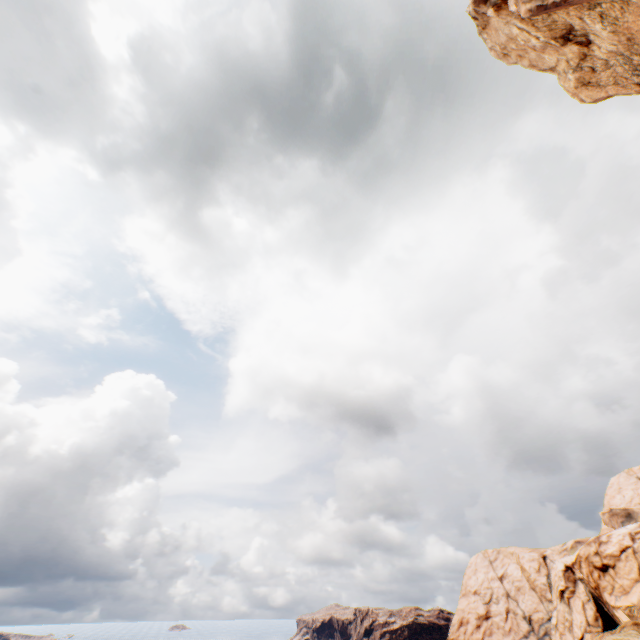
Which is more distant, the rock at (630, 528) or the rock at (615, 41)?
the rock at (630, 528)

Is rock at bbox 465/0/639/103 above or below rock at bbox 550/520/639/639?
above

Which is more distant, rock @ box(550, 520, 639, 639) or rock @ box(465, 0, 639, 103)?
rock @ box(550, 520, 639, 639)

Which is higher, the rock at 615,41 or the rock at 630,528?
the rock at 615,41

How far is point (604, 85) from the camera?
15.5 meters
